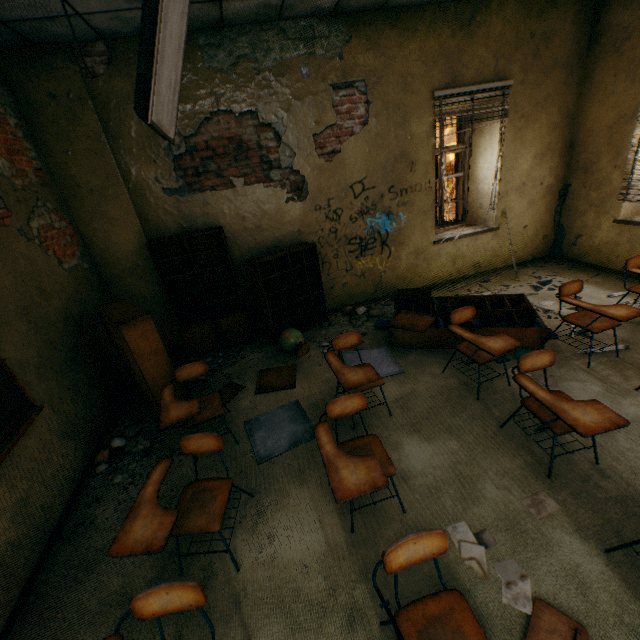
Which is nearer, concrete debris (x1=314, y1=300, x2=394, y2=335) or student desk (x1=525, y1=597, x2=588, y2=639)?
student desk (x1=525, y1=597, x2=588, y2=639)

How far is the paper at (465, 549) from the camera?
2.0m

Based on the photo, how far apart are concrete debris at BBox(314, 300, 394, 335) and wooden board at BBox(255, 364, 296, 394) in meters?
0.6 m

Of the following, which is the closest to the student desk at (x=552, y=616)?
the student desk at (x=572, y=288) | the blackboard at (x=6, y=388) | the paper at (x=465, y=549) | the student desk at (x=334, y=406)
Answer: the paper at (x=465, y=549)

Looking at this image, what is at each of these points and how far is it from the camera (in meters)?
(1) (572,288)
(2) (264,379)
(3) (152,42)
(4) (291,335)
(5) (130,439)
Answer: (1) student desk, 3.62
(2) wooden board, 4.16
(3) lamp, 1.69
(4) globe, 4.50
(5) concrete debris, 3.53

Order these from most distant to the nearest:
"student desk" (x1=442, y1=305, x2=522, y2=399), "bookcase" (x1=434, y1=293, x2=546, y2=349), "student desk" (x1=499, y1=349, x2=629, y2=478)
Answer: "bookcase" (x1=434, y1=293, x2=546, y2=349), "student desk" (x1=442, y1=305, x2=522, y2=399), "student desk" (x1=499, y1=349, x2=629, y2=478)

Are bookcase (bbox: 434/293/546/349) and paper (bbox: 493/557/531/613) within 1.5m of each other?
no

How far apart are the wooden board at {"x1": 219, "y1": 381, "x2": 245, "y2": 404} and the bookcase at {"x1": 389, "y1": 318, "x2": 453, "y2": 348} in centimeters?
209cm
